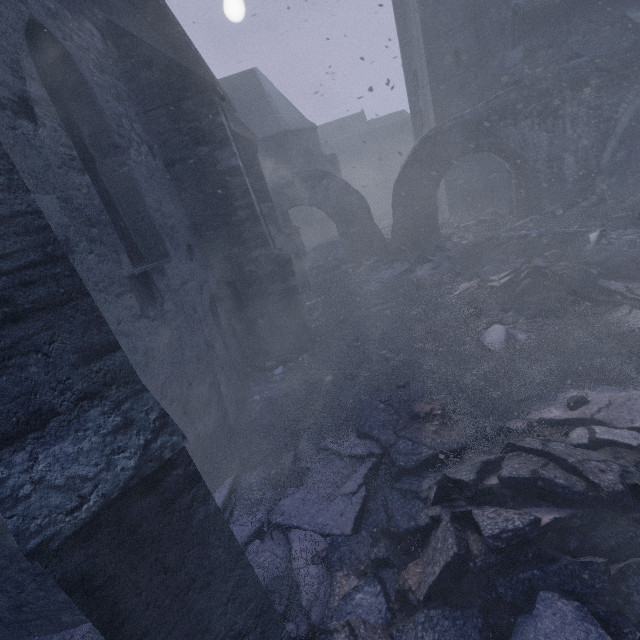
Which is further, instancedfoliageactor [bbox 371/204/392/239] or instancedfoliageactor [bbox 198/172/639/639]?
instancedfoliageactor [bbox 371/204/392/239]

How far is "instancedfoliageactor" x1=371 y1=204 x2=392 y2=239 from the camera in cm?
1858

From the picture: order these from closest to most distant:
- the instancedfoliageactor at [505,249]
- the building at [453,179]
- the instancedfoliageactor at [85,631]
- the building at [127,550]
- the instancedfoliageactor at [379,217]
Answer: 1. the building at [127,550]
2. the instancedfoliageactor at [505,249]
3. the instancedfoliageactor at [85,631]
4. the building at [453,179]
5. the instancedfoliageactor at [379,217]

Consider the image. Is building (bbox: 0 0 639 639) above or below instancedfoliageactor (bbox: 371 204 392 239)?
above

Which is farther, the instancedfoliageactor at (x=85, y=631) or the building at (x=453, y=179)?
the building at (x=453, y=179)

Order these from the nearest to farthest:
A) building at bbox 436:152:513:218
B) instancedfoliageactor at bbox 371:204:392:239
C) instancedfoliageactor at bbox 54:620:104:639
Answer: instancedfoliageactor at bbox 54:620:104:639 < building at bbox 436:152:513:218 < instancedfoliageactor at bbox 371:204:392:239

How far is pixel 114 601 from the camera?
1.34m
